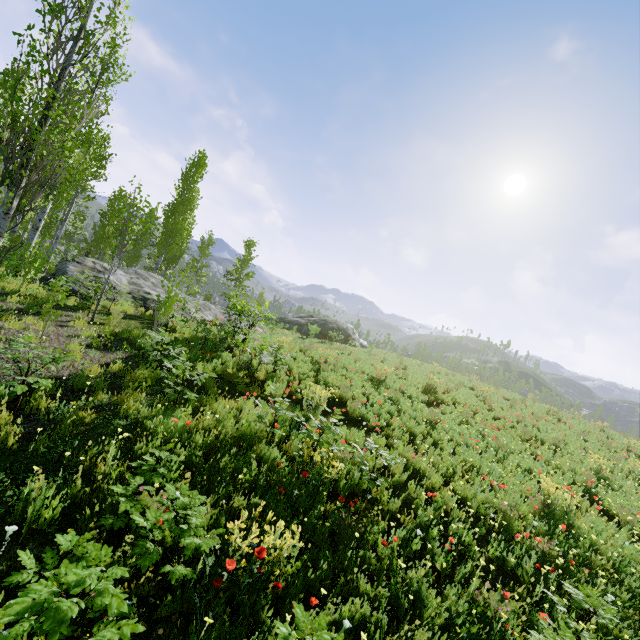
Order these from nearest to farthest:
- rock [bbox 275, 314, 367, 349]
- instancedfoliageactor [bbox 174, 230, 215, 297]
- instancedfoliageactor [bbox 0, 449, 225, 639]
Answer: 1. instancedfoliageactor [bbox 0, 449, 225, 639]
2. instancedfoliageactor [bbox 174, 230, 215, 297]
3. rock [bbox 275, 314, 367, 349]

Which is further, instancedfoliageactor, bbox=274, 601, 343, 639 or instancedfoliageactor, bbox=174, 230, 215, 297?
instancedfoliageactor, bbox=174, 230, 215, 297

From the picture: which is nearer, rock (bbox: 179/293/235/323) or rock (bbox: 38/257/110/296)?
rock (bbox: 38/257/110/296)

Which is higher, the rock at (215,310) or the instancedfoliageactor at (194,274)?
the instancedfoliageactor at (194,274)

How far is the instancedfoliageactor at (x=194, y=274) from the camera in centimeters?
749cm

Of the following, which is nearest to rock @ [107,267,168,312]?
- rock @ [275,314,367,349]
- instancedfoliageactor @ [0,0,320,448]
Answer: instancedfoliageactor @ [0,0,320,448]

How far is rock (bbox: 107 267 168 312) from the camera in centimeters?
1380cm

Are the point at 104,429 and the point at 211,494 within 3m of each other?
yes
